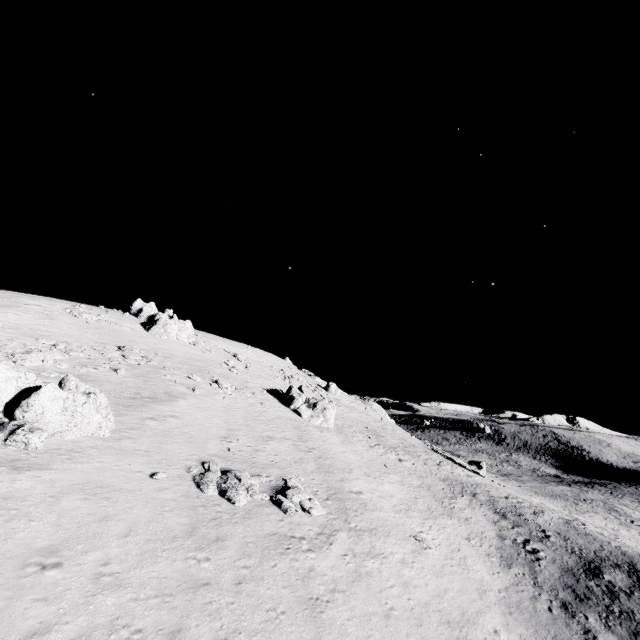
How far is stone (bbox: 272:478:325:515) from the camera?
16.1 meters

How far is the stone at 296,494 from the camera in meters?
16.1

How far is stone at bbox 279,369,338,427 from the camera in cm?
3456

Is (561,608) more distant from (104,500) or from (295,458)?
(104,500)

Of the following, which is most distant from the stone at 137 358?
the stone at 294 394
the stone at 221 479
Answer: the stone at 221 479

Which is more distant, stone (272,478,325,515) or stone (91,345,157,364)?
stone (91,345,157,364)

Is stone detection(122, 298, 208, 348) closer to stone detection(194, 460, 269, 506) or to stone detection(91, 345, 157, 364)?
stone detection(91, 345, 157, 364)

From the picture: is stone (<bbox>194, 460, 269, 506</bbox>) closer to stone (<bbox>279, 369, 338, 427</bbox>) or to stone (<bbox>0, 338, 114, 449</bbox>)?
stone (<bbox>0, 338, 114, 449</bbox>)
